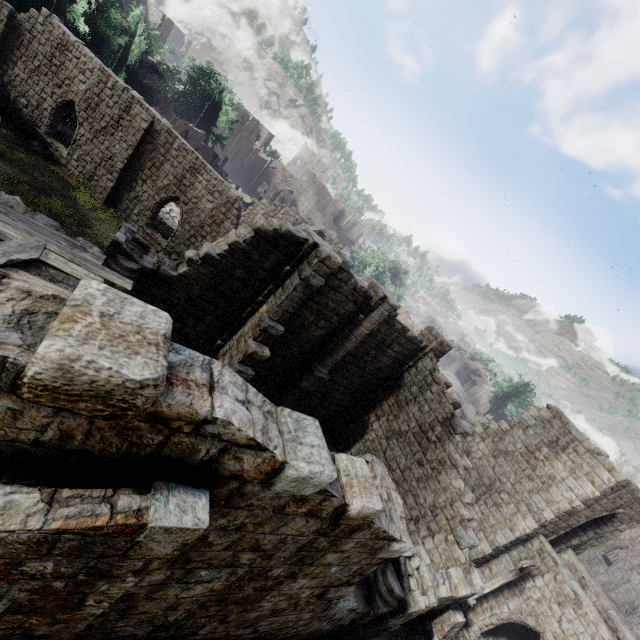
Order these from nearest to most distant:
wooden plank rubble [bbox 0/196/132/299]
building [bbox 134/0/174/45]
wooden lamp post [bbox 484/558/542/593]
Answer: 1. wooden plank rubble [bbox 0/196/132/299]
2. wooden lamp post [bbox 484/558/542/593]
3. building [bbox 134/0/174/45]

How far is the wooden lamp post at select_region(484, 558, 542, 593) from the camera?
13.3 meters

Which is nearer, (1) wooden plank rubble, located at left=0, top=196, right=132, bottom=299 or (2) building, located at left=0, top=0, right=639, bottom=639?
(2) building, located at left=0, top=0, right=639, bottom=639

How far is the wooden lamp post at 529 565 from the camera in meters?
13.3 m

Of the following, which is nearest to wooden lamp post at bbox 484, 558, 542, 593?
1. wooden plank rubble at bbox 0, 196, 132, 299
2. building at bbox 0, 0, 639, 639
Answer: building at bbox 0, 0, 639, 639

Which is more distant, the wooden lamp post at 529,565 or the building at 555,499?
the wooden lamp post at 529,565

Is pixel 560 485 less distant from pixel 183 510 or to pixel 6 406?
pixel 183 510
